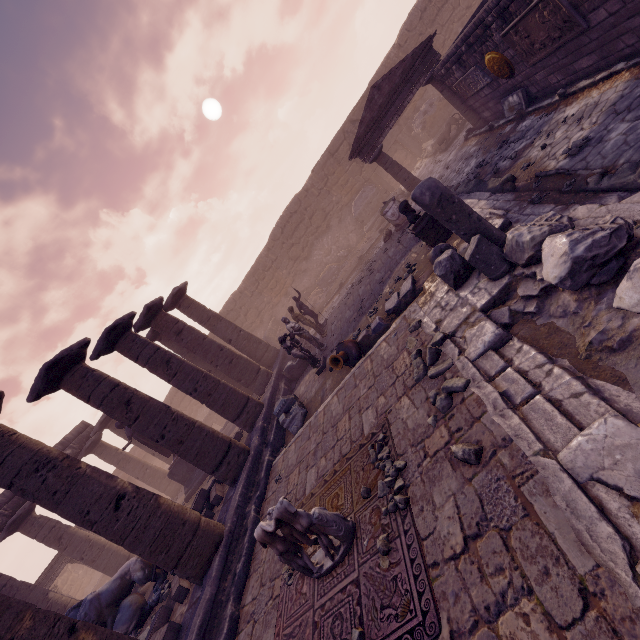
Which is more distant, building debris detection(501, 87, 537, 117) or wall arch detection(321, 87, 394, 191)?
wall arch detection(321, 87, 394, 191)

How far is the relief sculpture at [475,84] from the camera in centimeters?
960cm

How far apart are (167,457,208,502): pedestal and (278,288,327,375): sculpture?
6.39m

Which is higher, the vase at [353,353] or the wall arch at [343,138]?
the wall arch at [343,138]

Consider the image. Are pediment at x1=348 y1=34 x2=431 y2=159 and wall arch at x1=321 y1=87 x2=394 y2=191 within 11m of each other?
yes

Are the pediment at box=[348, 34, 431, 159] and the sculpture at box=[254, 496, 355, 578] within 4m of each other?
no

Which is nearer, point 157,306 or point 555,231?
point 555,231

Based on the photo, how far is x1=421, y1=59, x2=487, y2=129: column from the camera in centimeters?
1158cm
